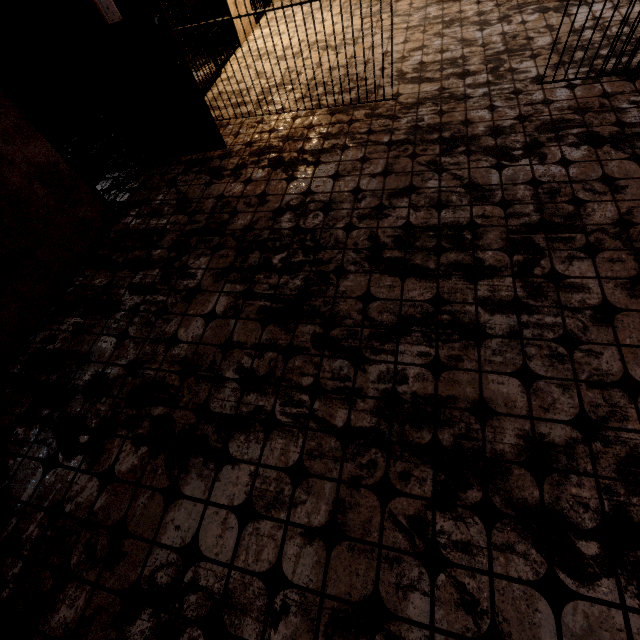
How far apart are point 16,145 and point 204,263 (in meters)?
1.82

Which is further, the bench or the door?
the bench

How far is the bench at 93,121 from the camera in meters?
4.2

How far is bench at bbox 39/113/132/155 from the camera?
4.2m

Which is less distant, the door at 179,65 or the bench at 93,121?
the door at 179,65
